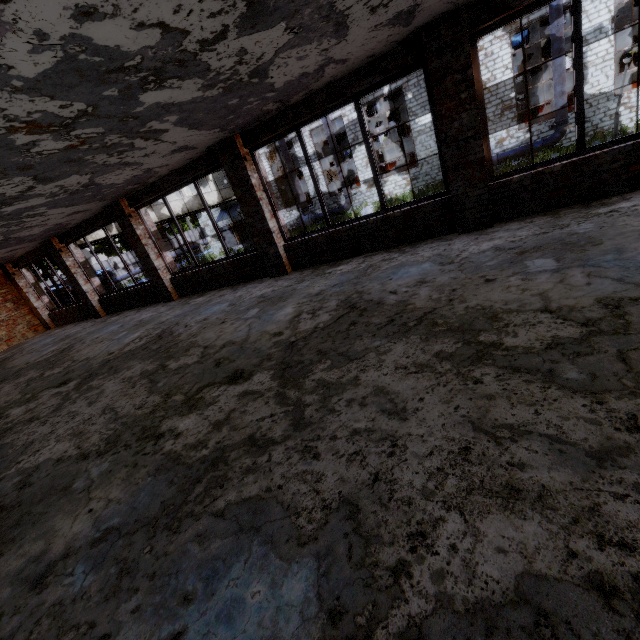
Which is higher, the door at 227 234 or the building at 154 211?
the building at 154 211

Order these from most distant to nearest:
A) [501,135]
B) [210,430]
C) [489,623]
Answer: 1. [501,135]
2. [210,430]
3. [489,623]

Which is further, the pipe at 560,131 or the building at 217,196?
the building at 217,196

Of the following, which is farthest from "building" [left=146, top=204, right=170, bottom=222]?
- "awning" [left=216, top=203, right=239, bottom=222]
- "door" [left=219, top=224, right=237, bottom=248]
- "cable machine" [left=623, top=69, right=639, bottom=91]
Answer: "cable machine" [left=623, top=69, right=639, bottom=91]

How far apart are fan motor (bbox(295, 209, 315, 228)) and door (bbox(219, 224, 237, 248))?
7.8m

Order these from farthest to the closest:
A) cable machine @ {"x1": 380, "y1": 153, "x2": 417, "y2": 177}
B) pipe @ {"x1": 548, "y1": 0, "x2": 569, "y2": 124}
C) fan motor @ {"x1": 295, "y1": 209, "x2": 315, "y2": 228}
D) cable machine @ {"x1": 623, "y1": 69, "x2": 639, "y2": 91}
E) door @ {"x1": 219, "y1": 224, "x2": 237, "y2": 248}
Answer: door @ {"x1": 219, "y1": 224, "x2": 237, "y2": 248} → fan motor @ {"x1": 295, "y1": 209, "x2": 315, "y2": 228} → cable machine @ {"x1": 380, "y1": 153, "x2": 417, "y2": 177} → cable machine @ {"x1": 623, "y1": 69, "x2": 639, "y2": 91} → pipe @ {"x1": 548, "y1": 0, "x2": 569, "y2": 124}

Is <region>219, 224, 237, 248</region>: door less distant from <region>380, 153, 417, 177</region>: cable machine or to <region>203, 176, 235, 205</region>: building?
<region>203, 176, 235, 205</region>: building

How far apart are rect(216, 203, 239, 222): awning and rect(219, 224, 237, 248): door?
0.48m
